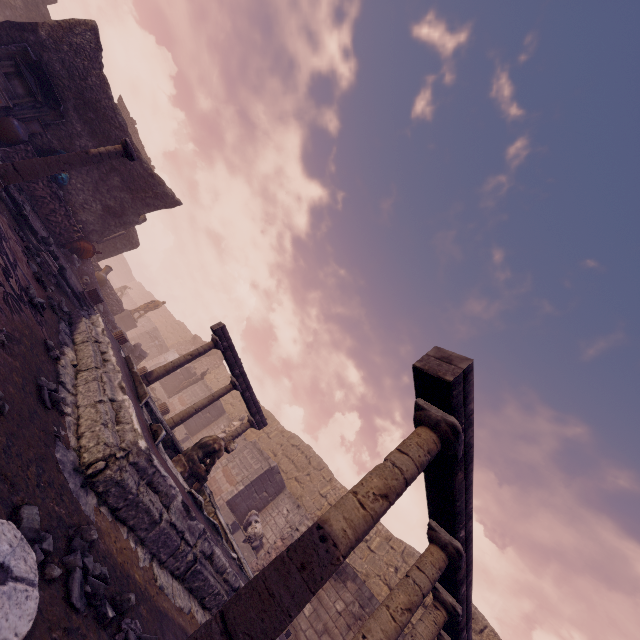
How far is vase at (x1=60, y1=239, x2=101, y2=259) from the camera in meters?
10.8 m

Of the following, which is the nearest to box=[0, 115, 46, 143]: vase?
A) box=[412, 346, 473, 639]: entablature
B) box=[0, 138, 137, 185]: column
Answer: box=[0, 138, 137, 185]: column

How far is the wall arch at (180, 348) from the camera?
28.72m

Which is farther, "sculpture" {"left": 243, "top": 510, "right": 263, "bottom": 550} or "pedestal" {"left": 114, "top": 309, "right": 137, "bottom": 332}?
"pedestal" {"left": 114, "top": 309, "right": 137, "bottom": 332}

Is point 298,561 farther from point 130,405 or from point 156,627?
point 130,405

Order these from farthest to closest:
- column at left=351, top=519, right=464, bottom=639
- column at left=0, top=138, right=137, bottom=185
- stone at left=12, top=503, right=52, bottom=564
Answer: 1. column at left=0, top=138, right=137, bottom=185
2. column at left=351, top=519, right=464, bottom=639
3. stone at left=12, top=503, right=52, bottom=564

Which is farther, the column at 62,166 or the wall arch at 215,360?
the wall arch at 215,360

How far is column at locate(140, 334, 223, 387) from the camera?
8.1 meters
